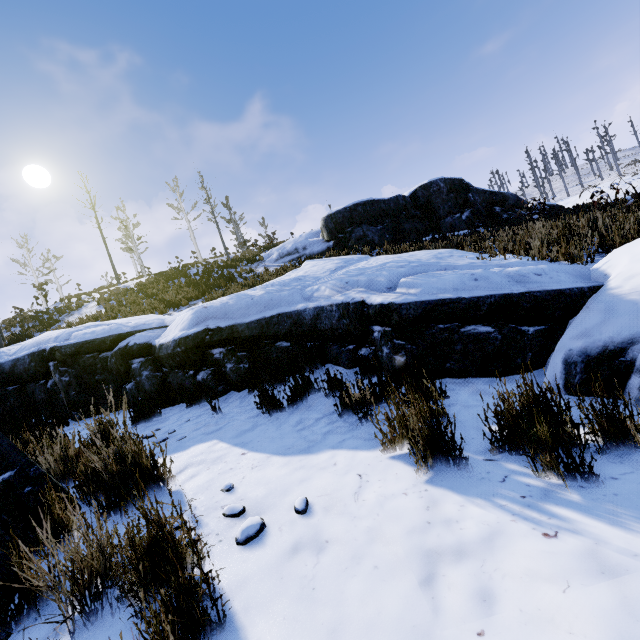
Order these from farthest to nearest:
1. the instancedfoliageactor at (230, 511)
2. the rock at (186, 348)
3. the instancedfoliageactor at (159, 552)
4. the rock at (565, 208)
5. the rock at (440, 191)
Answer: the rock at (440, 191) → the rock at (565, 208) → the rock at (186, 348) → the instancedfoliageactor at (230, 511) → the instancedfoliageactor at (159, 552)

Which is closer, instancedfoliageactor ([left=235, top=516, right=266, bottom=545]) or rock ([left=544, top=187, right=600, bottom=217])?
instancedfoliageactor ([left=235, top=516, right=266, bottom=545])

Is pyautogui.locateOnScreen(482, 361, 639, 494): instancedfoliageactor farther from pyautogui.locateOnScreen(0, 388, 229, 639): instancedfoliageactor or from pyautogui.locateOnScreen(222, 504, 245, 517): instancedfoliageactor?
pyautogui.locateOnScreen(0, 388, 229, 639): instancedfoliageactor

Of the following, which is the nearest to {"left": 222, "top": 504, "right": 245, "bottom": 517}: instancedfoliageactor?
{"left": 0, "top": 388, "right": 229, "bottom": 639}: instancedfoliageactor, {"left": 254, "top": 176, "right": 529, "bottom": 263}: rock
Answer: {"left": 0, "top": 388, "right": 229, "bottom": 639}: instancedfoliageactor

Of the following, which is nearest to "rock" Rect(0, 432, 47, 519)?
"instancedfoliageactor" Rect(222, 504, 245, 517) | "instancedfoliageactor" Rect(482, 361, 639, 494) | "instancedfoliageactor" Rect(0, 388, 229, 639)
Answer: "instancedfoliageactor" Rect(0, 388, 229, 639)

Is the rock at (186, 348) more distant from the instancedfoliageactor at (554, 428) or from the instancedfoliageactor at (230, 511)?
the instancedfoliageactor at (230, 511)

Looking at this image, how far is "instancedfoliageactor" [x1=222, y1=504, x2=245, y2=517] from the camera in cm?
193

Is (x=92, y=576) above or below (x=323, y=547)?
above
